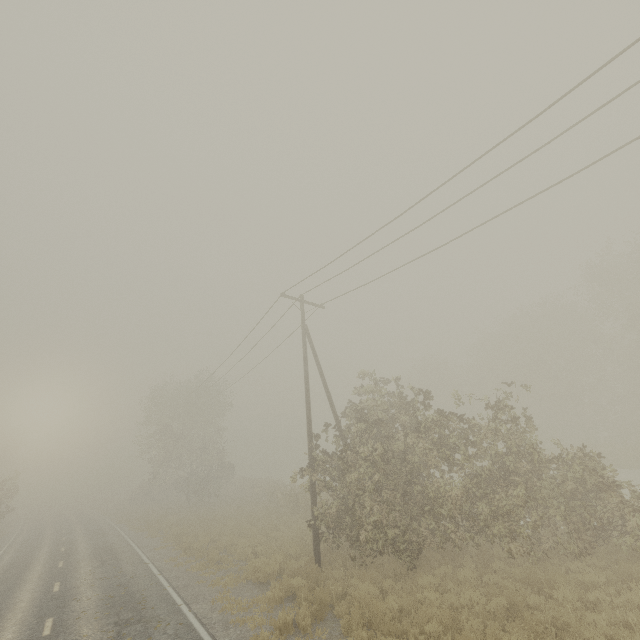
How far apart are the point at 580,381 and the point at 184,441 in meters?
47.6 m
